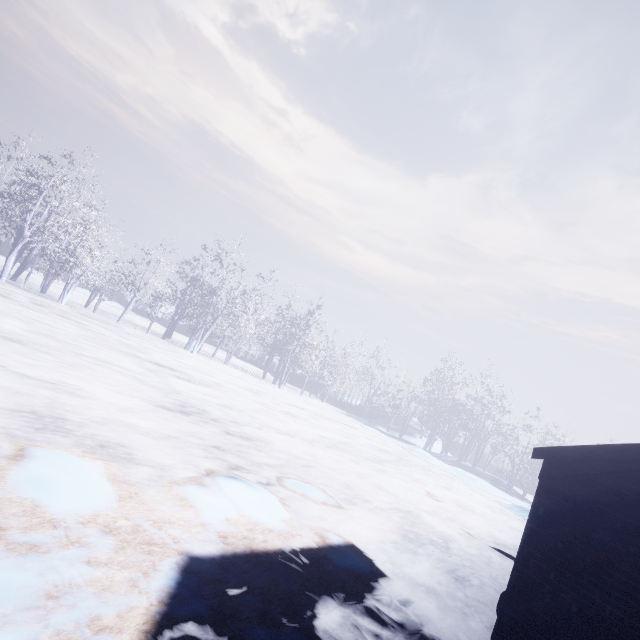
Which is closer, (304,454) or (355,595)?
(355,595)
